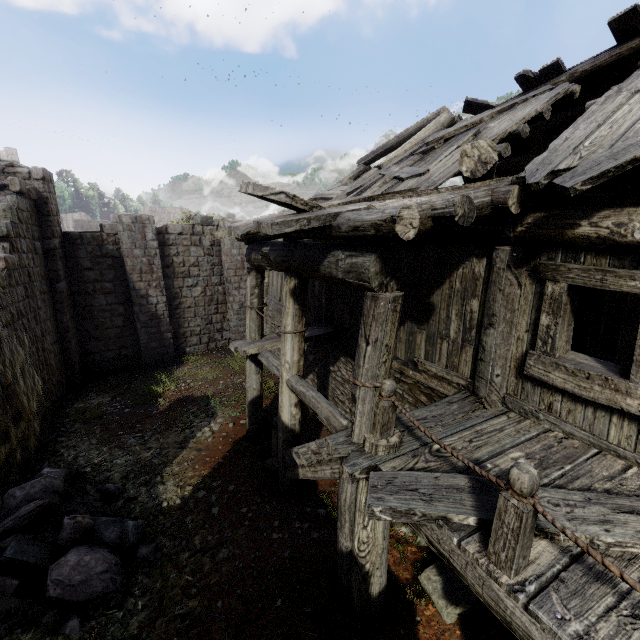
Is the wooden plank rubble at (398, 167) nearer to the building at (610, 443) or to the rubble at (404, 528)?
the building at (610, 443)

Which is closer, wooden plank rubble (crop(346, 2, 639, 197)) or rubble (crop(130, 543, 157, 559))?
wooden plank rubble (crop(346, 2, 639, 197))

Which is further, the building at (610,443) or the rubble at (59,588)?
the rubble at (59,588)

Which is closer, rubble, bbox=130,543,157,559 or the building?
the building

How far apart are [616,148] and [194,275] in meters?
14.9 m

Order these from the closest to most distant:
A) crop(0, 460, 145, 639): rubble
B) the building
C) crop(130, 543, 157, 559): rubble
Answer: the building, crop(0, 460, 145, 639): rubble, crop(130, 543, 157, 559): rubble

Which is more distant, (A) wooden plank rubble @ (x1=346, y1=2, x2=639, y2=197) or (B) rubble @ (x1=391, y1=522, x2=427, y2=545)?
(B) rubble @ (x1=391, y1=522, x2=427, y2=545)

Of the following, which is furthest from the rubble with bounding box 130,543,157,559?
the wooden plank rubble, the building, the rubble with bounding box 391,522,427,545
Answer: the wooden plank rubble
